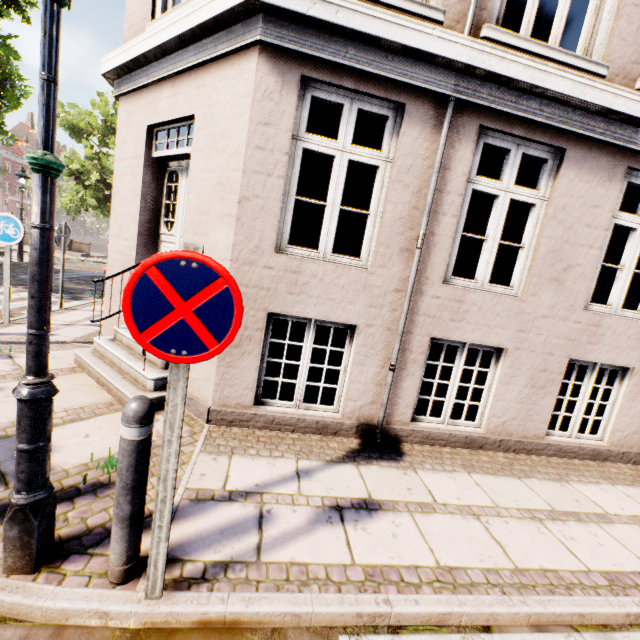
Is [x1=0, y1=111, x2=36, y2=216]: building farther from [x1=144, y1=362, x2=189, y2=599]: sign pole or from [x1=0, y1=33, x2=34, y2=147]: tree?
[x1=144, y1=362, x2=189, y2=599]: sign pole

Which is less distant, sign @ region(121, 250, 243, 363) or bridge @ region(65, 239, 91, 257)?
sign @ region(121, 250, 243, 363)

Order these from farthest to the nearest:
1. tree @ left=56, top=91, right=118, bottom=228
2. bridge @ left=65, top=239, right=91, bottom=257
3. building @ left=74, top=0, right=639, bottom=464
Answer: bridge @ left=65, top=239, right=91, bottom=257, tree @ left=56, top=91, right=118, bottom=228, building @ left=74, top=0, right=639, bottom=464

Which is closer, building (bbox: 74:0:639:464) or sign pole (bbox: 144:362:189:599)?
sign pole (bbox: 144:362:189:599)

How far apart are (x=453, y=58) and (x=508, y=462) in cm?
464

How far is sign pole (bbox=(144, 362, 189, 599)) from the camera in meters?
1.6 m

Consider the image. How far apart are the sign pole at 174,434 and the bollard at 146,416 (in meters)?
0.16

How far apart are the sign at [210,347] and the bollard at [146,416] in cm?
38
